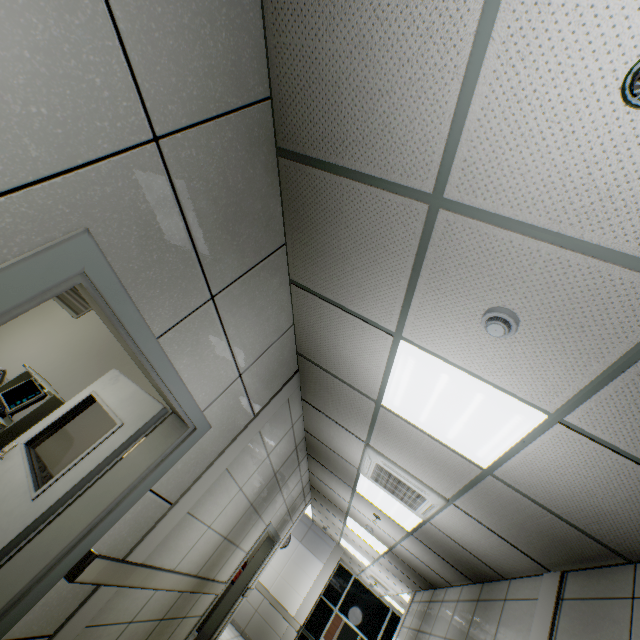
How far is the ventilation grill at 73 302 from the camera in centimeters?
484cm

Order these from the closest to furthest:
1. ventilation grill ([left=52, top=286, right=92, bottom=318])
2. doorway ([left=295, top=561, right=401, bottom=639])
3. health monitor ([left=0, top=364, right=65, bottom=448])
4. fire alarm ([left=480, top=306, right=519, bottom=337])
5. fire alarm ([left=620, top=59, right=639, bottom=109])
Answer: fire alarm ([left=620, top=59, right=639, bottom=109])
fire alarm ([left=480, top=306, right=519, bottom=337])
health monitor ([left=0, top=364, right=65, bottom=448])
ventilation grill ([left=52, top=286, right=92, bottom=318])
doorway ([left=295, top=561, right=401, bottom=639])

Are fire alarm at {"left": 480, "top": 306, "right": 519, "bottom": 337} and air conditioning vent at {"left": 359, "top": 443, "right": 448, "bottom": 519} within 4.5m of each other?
yes

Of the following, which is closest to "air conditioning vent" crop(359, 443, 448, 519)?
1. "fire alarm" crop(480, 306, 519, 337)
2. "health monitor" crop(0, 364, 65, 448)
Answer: "fire alarm" crop(480, 306, 519, 337)

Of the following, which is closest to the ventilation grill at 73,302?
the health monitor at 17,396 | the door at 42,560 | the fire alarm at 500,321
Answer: the health monitor at 17,396

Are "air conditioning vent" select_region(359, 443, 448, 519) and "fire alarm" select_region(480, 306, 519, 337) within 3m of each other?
yes

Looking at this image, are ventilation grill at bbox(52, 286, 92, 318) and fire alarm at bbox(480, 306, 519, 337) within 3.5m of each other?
no

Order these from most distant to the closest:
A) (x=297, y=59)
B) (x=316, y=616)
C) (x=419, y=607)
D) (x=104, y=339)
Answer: (x=316, y=616)
(x=419, y=607)
(x=104, y=339)
(x=297, y=59)
